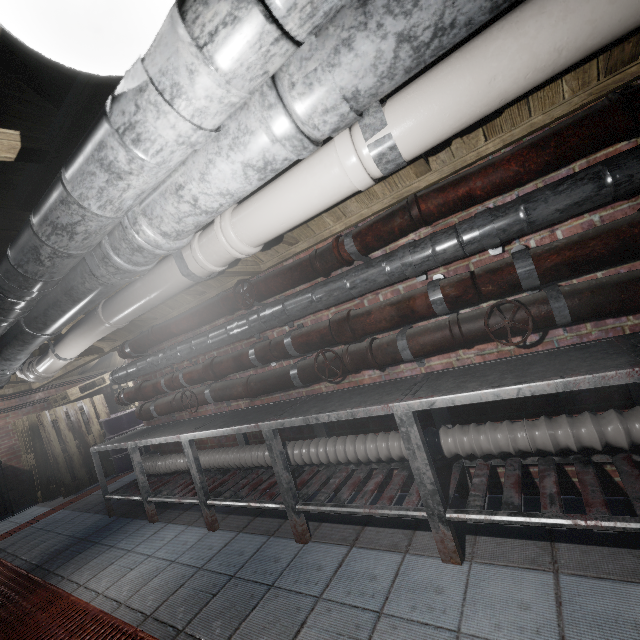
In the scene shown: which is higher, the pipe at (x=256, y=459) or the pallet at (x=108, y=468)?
the pipe at (x=256, y=459)

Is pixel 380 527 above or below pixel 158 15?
below

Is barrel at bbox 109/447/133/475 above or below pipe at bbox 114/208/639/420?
below

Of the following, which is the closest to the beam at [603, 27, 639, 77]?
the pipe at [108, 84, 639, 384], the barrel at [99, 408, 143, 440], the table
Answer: the pipe at [108, 84, 639, 384]

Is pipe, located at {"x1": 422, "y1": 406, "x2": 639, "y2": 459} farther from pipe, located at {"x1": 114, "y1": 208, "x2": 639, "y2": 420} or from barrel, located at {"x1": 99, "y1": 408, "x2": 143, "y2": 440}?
barrel, located at {"x1": 99, "y1": 408, "x2": 143, "y2": 440}

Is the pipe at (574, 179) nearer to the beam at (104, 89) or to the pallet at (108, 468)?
the beam at (104, 89)

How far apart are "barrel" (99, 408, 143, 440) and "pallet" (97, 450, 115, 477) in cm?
1
